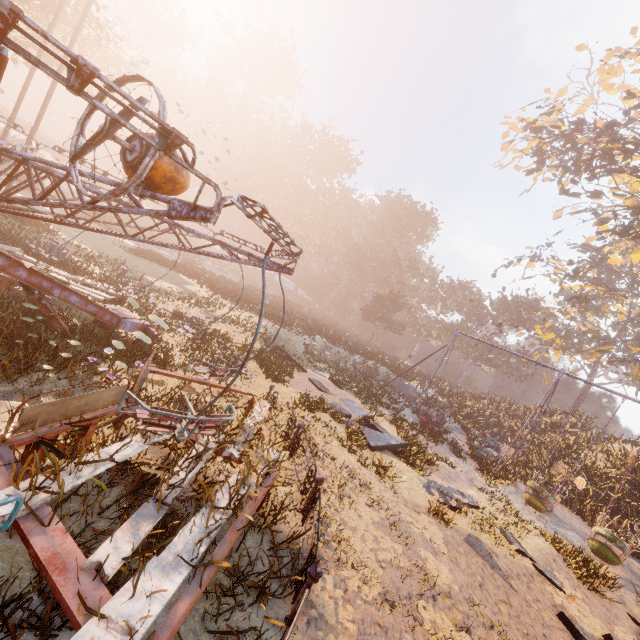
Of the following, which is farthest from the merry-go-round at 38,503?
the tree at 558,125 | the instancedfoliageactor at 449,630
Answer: the tree at 558,125

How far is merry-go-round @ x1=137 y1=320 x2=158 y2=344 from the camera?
9.02m

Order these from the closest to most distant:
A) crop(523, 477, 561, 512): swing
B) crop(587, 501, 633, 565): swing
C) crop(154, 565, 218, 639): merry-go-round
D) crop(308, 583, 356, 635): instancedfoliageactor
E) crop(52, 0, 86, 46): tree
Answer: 1. crop(154, 565, 218, 639): merry-go-round
2. crop(308, 583, 356, 635): instancedfoliageactor
3. crop(587, 501, 633, 565): swing
4. crop(523, 477, 561, 512): swing
5. crop(52, 0, 86, 46): tree

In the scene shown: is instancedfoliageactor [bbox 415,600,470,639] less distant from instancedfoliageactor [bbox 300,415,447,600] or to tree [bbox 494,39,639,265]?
instancedfoliageactor [bbox 300,415,447,600]

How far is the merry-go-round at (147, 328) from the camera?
9.0 meters

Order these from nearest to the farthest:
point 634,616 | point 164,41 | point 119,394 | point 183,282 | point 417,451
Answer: point 119,394 → point 634,616 → point 417,451 → point 183,282 → point 164,41

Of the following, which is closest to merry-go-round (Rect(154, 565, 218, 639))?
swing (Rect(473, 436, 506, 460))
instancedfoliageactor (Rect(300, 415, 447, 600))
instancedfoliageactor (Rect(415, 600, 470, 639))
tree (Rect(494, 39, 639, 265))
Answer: instancedfoliageactor (Rect(300, 415, 447, 600))
